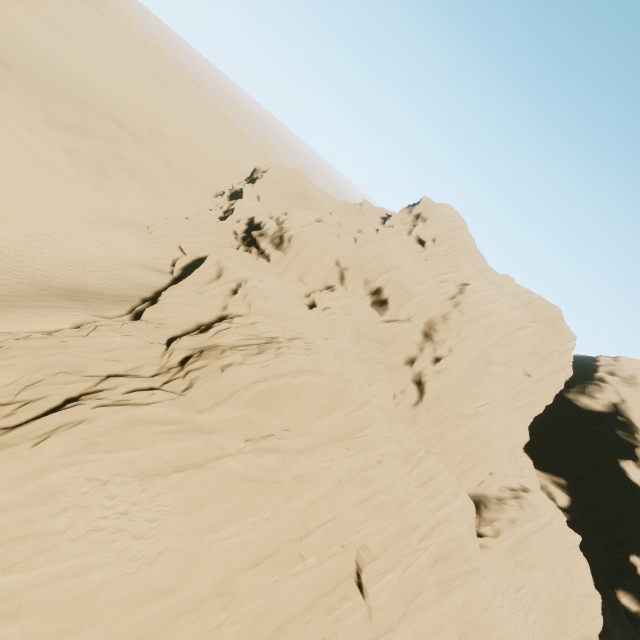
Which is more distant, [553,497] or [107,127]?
[107,127]
